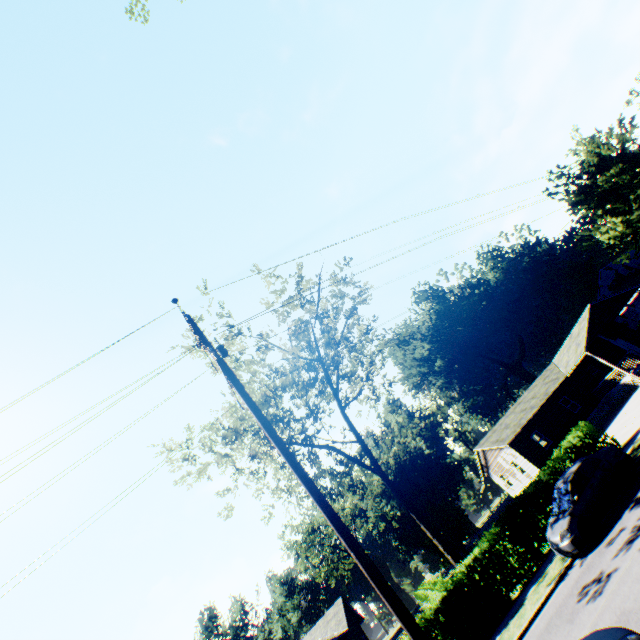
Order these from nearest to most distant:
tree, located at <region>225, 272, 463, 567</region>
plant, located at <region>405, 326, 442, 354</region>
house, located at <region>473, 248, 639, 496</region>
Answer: tree, located at <region>225, 272, 463, 567</region> < house, located at <region>473, 248, 639, 496</region> < plant, located at <region>405, 326, 442, 354</region>

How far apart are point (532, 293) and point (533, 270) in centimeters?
453cm

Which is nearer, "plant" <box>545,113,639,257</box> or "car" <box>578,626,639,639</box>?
"car" <box>578,626,639,639</box>

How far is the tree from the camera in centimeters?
2038cm

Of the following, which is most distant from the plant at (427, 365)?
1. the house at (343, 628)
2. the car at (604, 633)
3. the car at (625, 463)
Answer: the house at (343, 628)

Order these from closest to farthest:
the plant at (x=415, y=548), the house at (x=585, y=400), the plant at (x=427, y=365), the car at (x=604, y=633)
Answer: the car at (x=604, y=633)
the house at (x=585, y=400)
the plant at (x=415, y=548)
the plant at (x=427, y=365)

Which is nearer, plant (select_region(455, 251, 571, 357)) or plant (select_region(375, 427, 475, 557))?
plant (select_region(375, 427, 475, 557))

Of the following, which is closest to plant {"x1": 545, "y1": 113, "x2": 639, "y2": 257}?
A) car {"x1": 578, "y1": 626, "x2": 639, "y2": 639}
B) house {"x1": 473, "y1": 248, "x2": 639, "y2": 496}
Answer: car {"x1": 578, "y1": 626, "x2": 639, "y2": 639}
